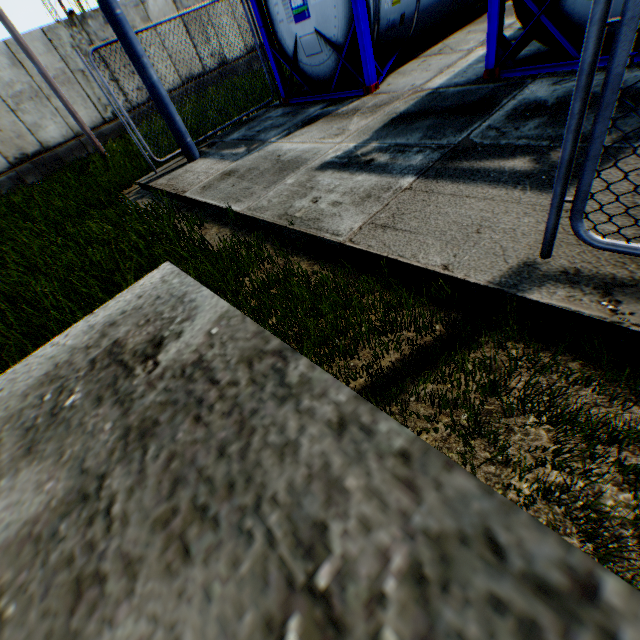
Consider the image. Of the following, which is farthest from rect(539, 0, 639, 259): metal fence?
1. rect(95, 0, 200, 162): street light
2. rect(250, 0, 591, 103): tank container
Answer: rect(95, 0, 200, 162): street light

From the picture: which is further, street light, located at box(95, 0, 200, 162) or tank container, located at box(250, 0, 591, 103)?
street light, located at box(95, 0, 200, 162)

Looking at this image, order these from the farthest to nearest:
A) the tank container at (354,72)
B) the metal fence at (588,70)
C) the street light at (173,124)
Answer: the street light at (173,124) < the tank container at (354,72) < the metal fence at (588,70)

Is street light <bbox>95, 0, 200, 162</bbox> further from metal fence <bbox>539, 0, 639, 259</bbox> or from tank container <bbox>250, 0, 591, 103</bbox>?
metal fence <bbox>539, 0, 639, 259</bbox>

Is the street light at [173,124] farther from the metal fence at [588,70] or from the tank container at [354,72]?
the metal fence at [588,70]

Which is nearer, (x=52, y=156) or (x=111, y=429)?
(x=111, y=429)

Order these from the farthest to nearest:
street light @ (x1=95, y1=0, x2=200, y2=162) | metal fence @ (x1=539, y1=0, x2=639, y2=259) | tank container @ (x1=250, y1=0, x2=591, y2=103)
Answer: street light @ (x1=95, y1=0, x2=200, y2=162), tank container @ (x1=250, y1=0, x2=591, y2=103), metal fence @ (x1=539, y1=0, x2=639, y2=259)
